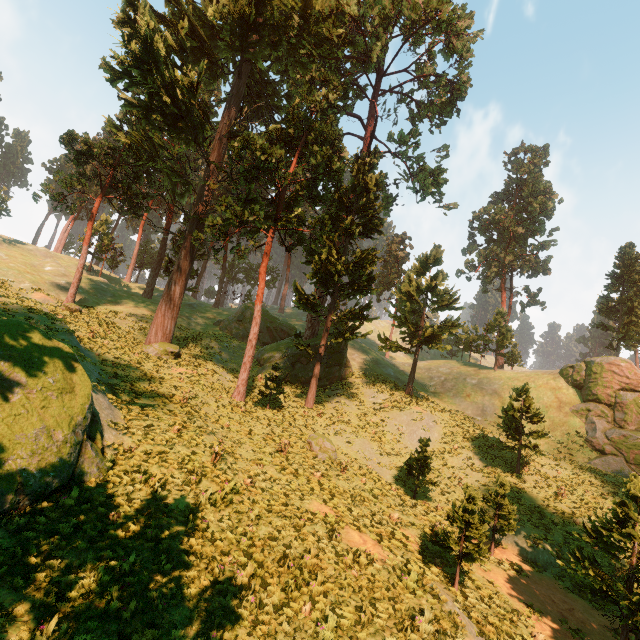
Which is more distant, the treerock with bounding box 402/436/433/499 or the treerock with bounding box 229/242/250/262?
the treerock with bounding box 229/242/250/262

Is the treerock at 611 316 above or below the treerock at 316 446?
above

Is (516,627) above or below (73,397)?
below

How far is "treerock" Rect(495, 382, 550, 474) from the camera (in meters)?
21.89

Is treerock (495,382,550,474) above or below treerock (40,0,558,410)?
below
